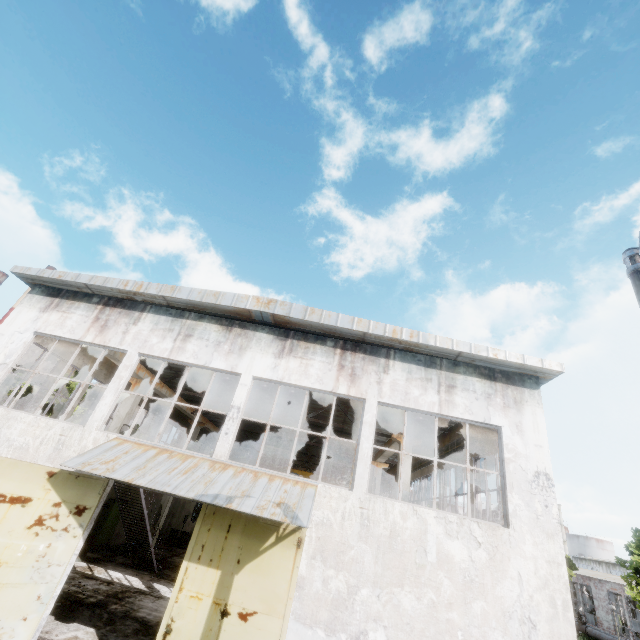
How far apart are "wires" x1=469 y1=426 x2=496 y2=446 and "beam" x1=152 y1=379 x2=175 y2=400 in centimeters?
1483cm

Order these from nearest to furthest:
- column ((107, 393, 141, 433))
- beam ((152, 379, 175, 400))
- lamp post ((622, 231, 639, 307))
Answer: lamp post ((622, 231, 639, 307)) → column ((107, 393, 141, 433)) → beam ((152, 379, 175, 400))

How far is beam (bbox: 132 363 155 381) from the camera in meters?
14.3 m

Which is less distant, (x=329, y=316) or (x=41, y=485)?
(x=41, y=485)

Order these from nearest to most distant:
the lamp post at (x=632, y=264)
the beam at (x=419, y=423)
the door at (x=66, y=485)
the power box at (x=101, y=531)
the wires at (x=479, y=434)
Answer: Answer: the lamp post at (x=632, y=264) → the door at (x=66, y=485) → the beam at (x=419, y=423) → the wires at (x=479, y=434) → the power box at (x=101, y=531)

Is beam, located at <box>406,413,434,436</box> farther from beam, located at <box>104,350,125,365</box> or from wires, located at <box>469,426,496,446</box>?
beam, located at <box>104,350,125,365</box>

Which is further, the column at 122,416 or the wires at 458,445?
the wires at 458,445

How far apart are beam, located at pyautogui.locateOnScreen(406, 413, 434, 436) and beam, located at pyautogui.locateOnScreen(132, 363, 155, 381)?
11.86m
